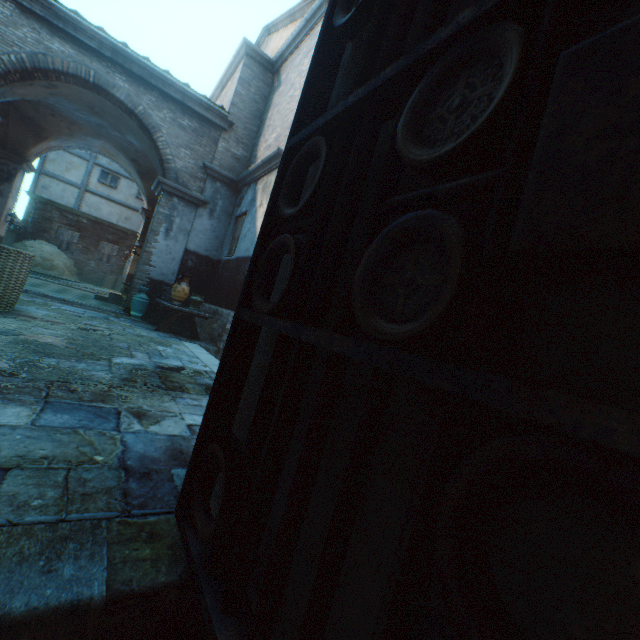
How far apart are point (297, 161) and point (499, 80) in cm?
83

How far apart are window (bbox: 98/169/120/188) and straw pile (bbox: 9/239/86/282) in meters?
4.6 m

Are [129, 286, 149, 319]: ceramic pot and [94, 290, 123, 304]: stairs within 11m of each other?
yes

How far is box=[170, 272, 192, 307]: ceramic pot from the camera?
7.4 meters

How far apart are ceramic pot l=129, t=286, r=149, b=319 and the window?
14.14m

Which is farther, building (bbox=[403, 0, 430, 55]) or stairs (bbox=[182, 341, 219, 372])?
stairs (bbox=[182, 341, 219, 372])

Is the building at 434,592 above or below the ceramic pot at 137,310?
above

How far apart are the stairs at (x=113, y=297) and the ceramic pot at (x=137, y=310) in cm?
312
